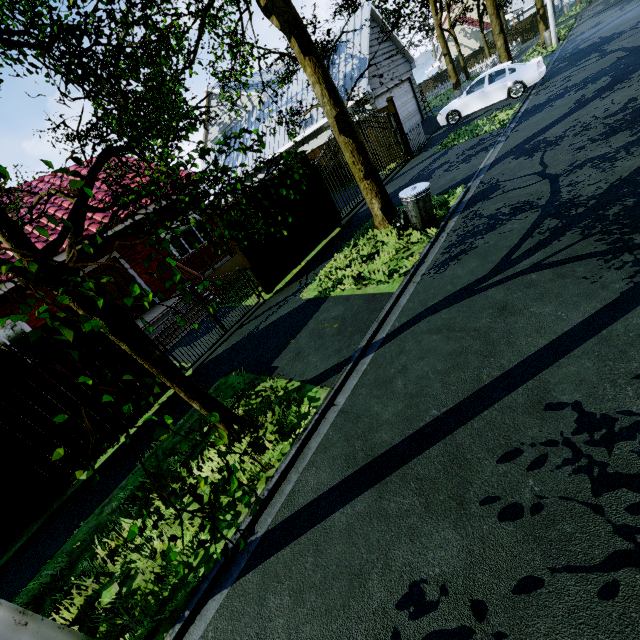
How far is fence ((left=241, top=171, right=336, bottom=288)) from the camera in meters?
8.6

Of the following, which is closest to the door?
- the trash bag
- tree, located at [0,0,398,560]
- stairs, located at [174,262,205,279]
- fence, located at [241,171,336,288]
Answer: stairs, located at [174,262,205,279]

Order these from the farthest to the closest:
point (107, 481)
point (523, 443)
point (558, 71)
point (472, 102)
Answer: point (472, 102) < point (558, 71) < point (107, 481) < point (523, 443)

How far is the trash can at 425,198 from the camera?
6.7 meters

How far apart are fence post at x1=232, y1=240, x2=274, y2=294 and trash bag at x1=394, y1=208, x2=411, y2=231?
3.55m

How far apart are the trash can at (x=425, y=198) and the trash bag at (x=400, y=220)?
0.15m

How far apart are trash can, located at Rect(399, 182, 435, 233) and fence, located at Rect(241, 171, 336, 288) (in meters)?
3.40

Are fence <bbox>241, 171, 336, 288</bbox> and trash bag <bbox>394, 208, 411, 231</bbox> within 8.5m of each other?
yes
